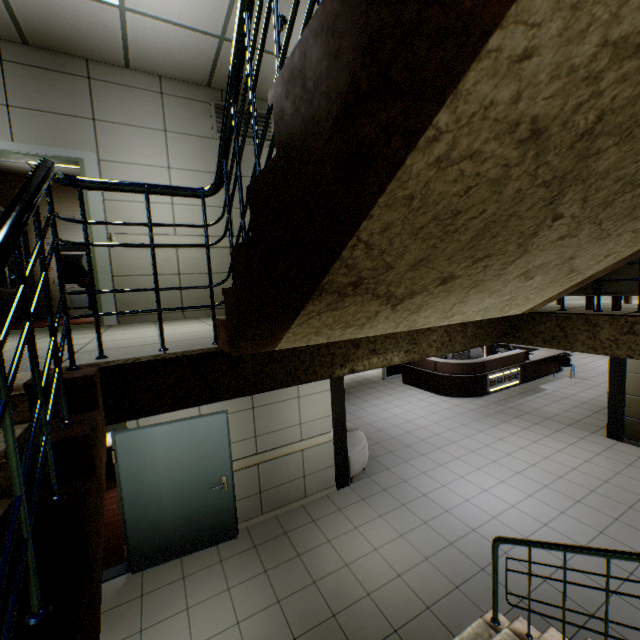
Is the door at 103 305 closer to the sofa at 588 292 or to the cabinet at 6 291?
the cabinet at 6 291

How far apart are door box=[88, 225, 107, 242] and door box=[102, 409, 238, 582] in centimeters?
130cm

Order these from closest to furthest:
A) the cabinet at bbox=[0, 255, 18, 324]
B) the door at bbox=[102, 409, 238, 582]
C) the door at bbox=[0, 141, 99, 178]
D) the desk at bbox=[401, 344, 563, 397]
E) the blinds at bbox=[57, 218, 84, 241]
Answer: the door at bbox=[0, 141, 99, 178] < the door at bbox=[102, 409, 238, 582] < the cabinet at bbox=[0, 255, 18, 324] < the blinds at bbox=[57, 218, 84, 241] < the desk at bbox=[401, 344, 563, 397]

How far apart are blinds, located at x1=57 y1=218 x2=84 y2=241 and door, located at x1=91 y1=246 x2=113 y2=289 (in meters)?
4.69

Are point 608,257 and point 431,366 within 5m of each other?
no

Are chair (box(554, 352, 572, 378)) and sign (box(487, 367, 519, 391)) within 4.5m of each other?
yes

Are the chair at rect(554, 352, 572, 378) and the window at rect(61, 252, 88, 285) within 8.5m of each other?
no

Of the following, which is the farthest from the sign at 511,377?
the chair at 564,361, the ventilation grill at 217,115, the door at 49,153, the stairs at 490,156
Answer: the door at 49,153
